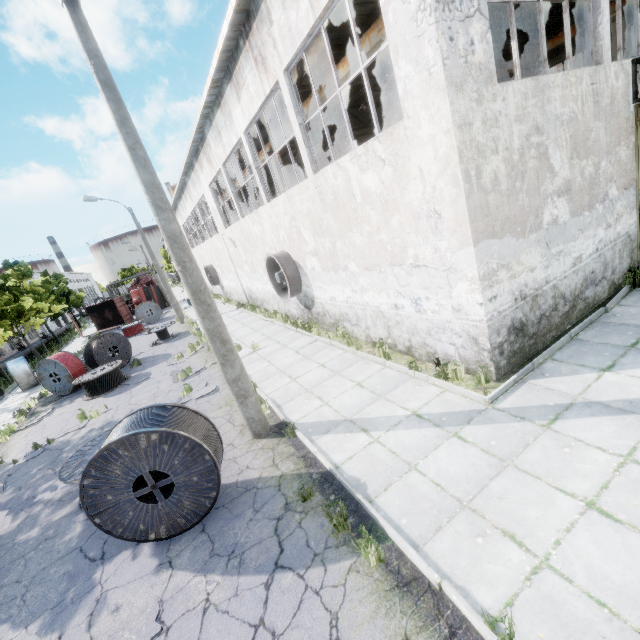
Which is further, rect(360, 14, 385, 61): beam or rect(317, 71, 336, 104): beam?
rect(317, 71, 336, 104): beam

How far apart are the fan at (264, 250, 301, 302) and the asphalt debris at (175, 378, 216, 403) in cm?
447

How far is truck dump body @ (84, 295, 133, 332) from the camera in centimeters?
3419cm

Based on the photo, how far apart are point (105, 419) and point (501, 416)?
12.5 meters

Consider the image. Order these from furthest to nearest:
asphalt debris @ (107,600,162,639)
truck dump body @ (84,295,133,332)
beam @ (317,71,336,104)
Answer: truck dump body @ (84,295,133,332), beam @ (317,71,336,104), asphalt debris @ (107,600,162,639)

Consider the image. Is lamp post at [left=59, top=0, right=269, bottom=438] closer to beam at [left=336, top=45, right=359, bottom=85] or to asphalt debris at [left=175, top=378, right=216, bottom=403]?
asphalt debris at [left=175, top=378, right=216, bottom=403]

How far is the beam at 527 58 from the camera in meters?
15.8 m

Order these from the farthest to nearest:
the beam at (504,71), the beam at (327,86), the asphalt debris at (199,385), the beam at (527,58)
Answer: the beam at (504,71)
the beam at (527,58)
the beam at (327,86)
the asphalt debris at (199,385)
